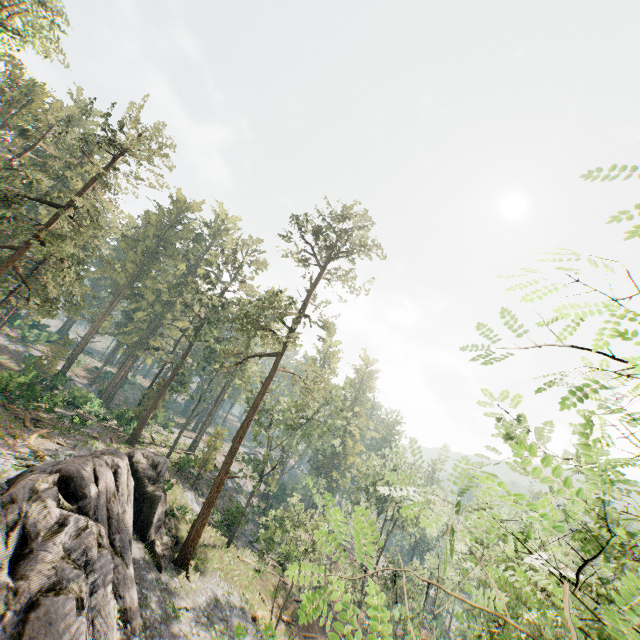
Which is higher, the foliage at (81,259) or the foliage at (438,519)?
the foliage at (81,259)

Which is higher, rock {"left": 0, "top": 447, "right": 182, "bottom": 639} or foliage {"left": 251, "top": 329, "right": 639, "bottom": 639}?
foliage {"left": 251, "top": 329, "right": 639, "bottom": 639}

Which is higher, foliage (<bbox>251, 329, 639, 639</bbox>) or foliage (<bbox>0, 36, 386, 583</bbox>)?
foliage (<bbox>0, 36, 386, 583</bbox>)

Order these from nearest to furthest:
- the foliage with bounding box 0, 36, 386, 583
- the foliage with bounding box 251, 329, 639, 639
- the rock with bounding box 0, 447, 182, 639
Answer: the foliage with bounding box 251, 329, 639, 639 → the rock with bounding box 0, 447, 182, 639 → the foliage with bounding box 0, 36, 386, 583

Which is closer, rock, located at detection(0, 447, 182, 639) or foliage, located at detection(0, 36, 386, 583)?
A: rock, located at detection(0, 447, 182, 639)

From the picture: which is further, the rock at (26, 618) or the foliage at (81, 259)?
the foliage at (81, 259)

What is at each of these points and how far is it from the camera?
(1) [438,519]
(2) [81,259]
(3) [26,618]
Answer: (1) foliage, 5.1 meters
(2) foliage, 46.4 meters
(3) rock, 11.5 meters
